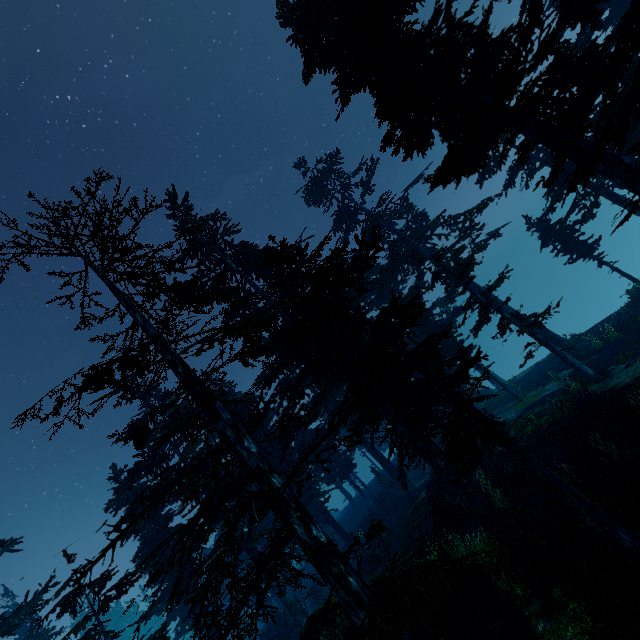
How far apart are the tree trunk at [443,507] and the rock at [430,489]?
1.7m

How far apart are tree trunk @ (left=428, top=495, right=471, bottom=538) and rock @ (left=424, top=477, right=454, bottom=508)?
1.65m

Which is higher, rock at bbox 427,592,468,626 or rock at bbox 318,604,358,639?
rock at bbox 318,604,358,639

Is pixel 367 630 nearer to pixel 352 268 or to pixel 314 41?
pixel 352 268

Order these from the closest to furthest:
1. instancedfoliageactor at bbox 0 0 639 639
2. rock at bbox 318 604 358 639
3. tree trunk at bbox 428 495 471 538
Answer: instancedfoliageactor at bbox 0 0 639 639
rock at bbox 318 604 358 639
tree trunk at bbox 428 495 471 538

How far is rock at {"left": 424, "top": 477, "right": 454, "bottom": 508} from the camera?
19.0m

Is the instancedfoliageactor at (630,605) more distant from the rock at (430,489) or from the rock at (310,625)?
the rock at (430,489)
